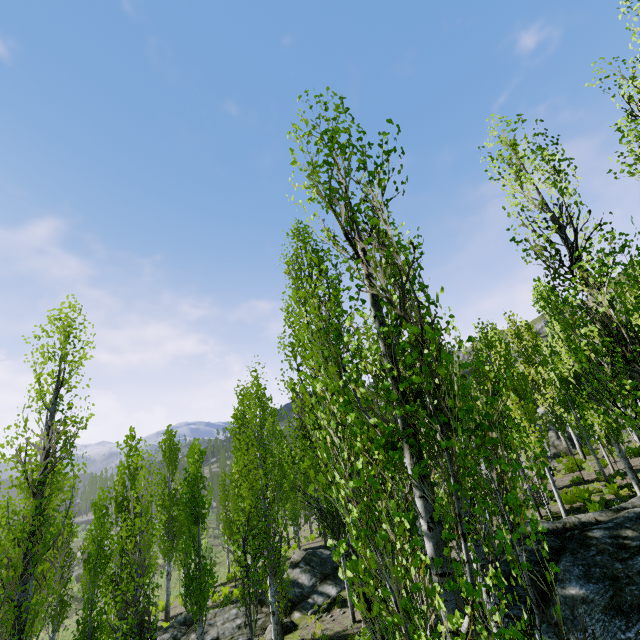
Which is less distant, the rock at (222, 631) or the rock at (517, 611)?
the rock at (517, 611)

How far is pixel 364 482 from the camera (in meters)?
3.26

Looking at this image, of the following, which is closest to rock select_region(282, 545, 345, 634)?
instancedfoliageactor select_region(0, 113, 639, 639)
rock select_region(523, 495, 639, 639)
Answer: instancedfoliageactor select_region(0, 113, 639, 639)

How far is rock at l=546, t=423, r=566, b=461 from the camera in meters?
27.4

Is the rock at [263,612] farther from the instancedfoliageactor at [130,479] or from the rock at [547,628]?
the rock at [547,628]

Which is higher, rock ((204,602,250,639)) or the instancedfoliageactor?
the instancedfoliageactor

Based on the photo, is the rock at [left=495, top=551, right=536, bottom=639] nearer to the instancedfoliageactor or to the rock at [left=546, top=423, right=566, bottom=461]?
the instancedfoliageactor
